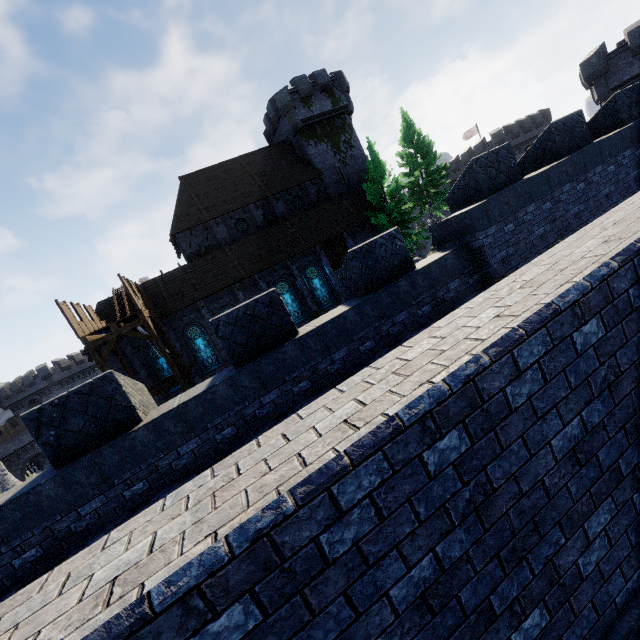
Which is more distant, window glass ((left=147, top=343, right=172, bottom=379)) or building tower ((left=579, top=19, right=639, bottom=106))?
building tower ((left=579, top=19, right=639, bottom=106))

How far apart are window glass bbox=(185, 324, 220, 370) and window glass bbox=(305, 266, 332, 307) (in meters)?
9.52

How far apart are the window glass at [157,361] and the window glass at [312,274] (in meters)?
12.51

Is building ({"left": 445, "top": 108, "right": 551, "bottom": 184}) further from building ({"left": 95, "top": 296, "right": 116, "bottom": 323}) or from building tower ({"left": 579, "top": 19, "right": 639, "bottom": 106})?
building ({"left": 95, "top": 296, "right": 116, "bottom": 323})

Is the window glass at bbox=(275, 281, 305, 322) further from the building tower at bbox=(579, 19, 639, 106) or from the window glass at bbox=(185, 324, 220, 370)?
the building tower at bbox=(579, 19, 639, 106)

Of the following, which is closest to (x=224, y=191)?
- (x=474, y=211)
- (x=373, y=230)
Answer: (x=373, y=230)

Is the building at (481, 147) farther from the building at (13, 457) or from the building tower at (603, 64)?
the building at (13, 457)

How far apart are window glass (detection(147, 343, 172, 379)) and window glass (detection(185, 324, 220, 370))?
1.5m
